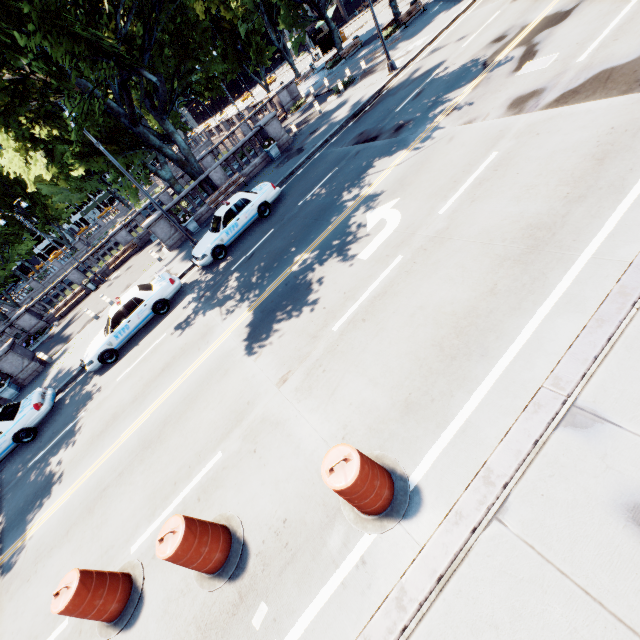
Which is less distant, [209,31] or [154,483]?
[154,483]

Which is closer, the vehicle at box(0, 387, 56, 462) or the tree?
the tree

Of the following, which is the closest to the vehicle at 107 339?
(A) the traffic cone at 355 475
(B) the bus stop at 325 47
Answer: (A) the traffic cone at 355 475

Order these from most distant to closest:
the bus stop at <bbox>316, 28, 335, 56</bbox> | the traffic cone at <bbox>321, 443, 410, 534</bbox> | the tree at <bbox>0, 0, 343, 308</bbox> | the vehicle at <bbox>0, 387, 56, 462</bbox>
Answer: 1. the bus stop at <bbox>316, 28, 335, 56</bbox>
2. the vehicle at <bbox>0, 387, 56, 462</bbox>
3. the tree at <bbox>0, 0, 343, 308</bbox>
4. the traffic cone at <bbox>321, 443, 410, 534</bbox>

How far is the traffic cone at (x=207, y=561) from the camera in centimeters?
478cm

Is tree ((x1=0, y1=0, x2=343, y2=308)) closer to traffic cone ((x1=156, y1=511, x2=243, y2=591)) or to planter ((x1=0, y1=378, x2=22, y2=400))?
planter ((x1=0, y1=378, x2=22, y2=400))

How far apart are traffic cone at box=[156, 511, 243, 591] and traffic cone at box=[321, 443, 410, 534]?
1.83m

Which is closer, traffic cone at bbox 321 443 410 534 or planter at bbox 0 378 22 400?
traffic cone at bbox 321 443 410 534
